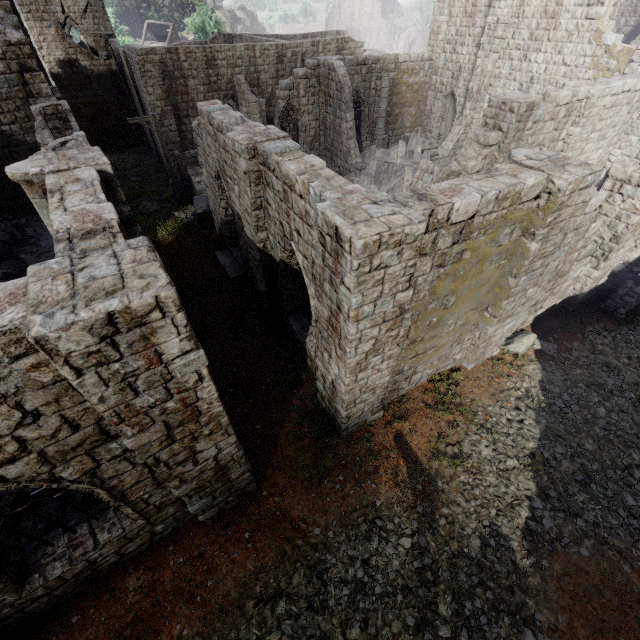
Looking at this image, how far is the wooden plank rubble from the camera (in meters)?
19.30

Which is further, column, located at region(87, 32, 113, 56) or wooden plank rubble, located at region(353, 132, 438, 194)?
column, located at region(87, 32, 113, 56)

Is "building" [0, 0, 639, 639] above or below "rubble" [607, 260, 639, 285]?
above

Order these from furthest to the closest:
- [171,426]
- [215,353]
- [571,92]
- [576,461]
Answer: [571,92]
[215,353]
[576,461]
[171,426]

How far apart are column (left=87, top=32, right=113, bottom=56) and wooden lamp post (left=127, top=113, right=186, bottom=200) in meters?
17.4

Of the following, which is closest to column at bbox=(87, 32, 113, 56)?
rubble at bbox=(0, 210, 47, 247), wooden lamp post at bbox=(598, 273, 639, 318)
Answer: rubble at bbox=(0, 210, 47, 247)

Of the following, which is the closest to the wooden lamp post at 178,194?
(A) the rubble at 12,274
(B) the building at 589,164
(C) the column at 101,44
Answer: (B) the building at 589,164

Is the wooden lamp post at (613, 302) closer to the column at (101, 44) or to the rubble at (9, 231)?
the rubble at (9, 231)
